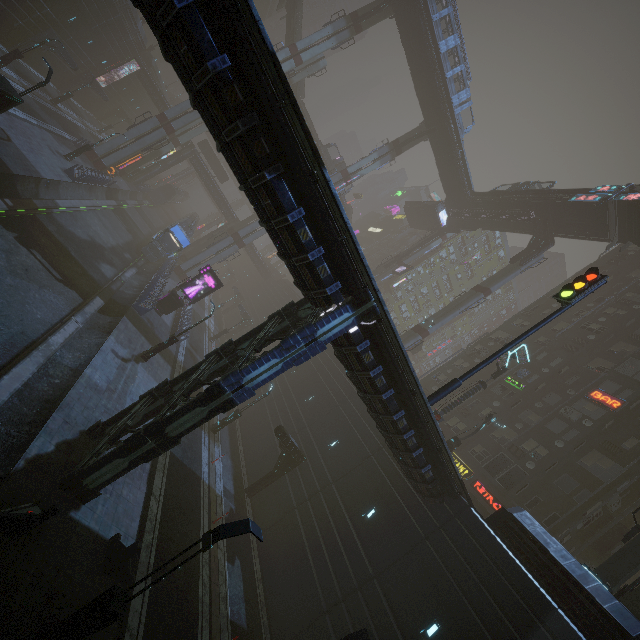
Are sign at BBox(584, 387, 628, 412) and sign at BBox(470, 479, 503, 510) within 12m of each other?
yes

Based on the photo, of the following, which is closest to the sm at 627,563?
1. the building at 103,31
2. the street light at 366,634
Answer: the building at 103,31

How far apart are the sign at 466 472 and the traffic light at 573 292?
19.1 meters

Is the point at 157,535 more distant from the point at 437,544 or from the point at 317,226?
the point at 317,226

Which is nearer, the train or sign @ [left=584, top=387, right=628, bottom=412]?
sign @ [left=584, top=387, right=628, bottom=412]

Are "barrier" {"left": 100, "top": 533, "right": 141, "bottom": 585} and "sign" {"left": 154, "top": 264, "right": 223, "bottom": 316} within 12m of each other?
no

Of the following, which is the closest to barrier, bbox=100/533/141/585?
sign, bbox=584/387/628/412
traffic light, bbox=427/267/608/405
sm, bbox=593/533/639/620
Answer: traffic light, bbox=427/267/608/405

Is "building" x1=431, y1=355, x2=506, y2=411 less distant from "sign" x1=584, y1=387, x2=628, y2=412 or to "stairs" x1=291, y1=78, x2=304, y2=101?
"sign" x1=584, y1=387, x2=628, y2=412
